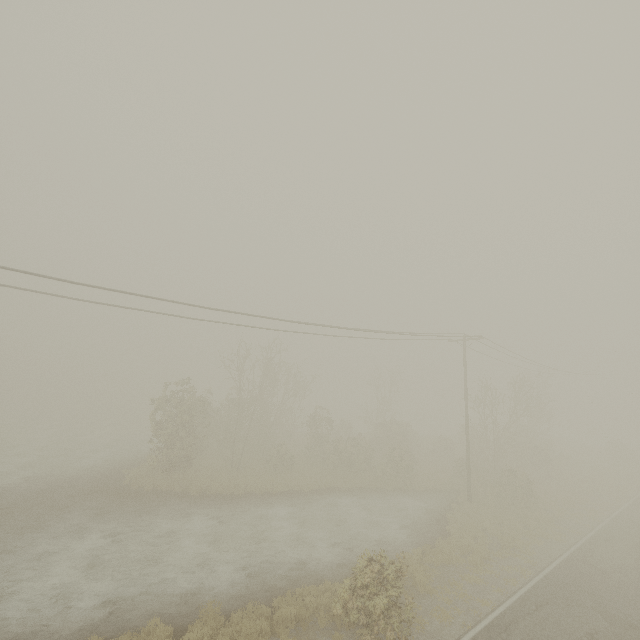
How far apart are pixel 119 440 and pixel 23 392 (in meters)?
43.05
